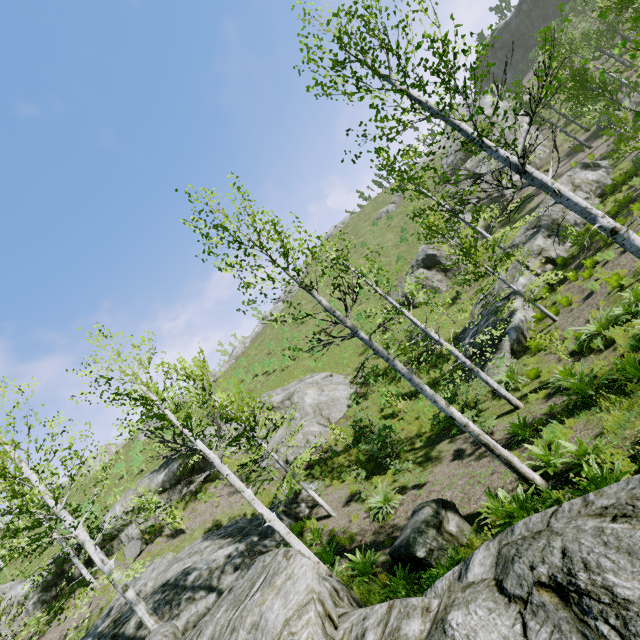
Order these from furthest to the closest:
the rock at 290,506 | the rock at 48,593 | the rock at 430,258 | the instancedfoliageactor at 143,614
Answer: the rock at 430,258 < the rock at 48,593 < the rock at 290,506 < the instancedfoliageactor at 143,614

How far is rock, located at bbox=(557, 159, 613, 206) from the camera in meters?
20.3 m

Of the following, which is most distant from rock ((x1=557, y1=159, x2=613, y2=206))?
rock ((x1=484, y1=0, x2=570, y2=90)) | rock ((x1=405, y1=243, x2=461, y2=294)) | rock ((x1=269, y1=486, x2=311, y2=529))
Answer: rock ((x1=484, y1=0, x2=570, y2=90))

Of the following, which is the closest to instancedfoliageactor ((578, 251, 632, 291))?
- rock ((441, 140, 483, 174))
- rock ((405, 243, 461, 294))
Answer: rock ((405, 243, 461, 294))

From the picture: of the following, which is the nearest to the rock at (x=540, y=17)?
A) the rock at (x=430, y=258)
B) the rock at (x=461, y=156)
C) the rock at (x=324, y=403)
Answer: the rock at (x=461, y=156)

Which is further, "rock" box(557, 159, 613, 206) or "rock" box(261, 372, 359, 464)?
"rock" box(557, 159, 613, 206)

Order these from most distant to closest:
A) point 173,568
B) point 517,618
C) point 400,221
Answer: point 400,221 < point 173,568 < point 517,618

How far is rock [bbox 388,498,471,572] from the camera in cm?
618
